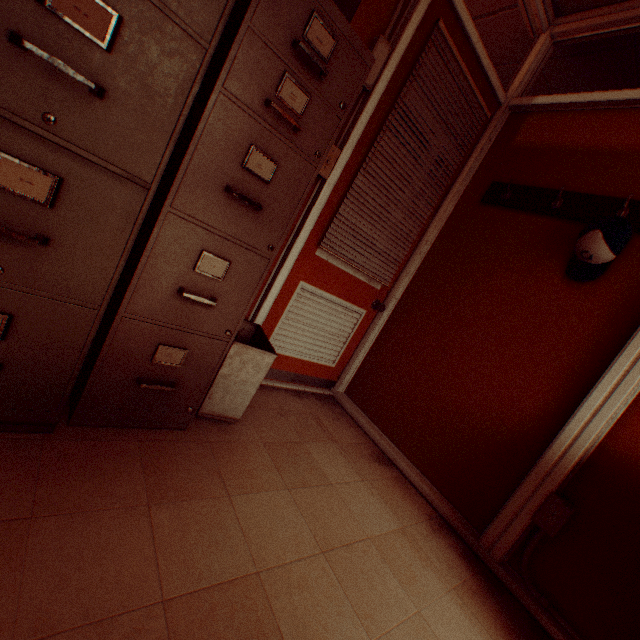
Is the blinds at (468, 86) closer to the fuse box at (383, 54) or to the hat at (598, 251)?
the fuse box at (383, 54)

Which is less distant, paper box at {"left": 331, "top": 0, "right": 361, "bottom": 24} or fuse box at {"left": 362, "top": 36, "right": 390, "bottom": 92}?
paper box at {"left": 331, "top": 0, "right": 361, "bottom": 24}

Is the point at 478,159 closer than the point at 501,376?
No

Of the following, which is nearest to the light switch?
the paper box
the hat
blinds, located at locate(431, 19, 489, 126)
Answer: the hat

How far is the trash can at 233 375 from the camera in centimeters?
168cm

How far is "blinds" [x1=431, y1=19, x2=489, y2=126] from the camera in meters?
2.0 m

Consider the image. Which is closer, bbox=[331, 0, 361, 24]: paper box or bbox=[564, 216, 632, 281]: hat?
bbox=[331, 0, 361, 24]: paper box

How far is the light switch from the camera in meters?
1.7 m
